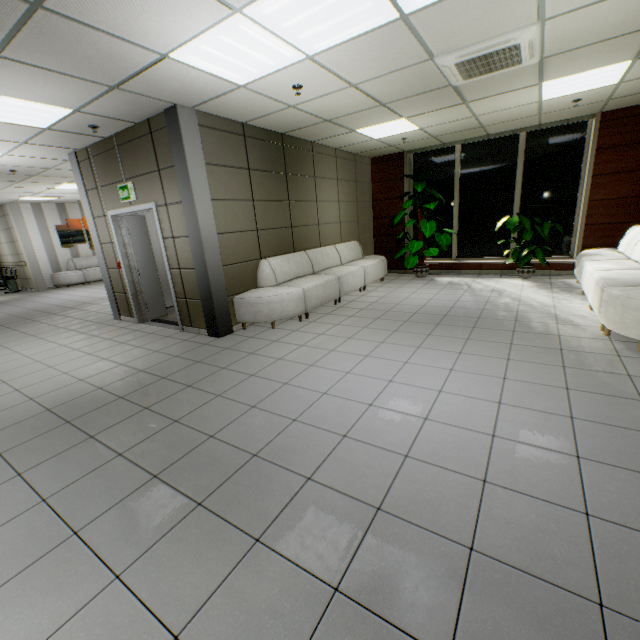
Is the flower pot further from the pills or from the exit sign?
the exit sign

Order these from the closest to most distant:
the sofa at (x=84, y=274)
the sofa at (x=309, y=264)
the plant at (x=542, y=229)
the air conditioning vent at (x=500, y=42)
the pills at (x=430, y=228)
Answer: the air conditioning vent at (x=500, y=42) → the sofa at (x=309, y=264) → the plant at (x=542, y=229) → the pills at (x=430, y=228) → the sofa at (x=84, y=274)

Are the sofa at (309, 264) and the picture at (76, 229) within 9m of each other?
no

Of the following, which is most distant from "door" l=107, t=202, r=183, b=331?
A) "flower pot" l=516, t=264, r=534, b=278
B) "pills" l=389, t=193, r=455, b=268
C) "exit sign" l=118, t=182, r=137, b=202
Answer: "flower pot" l=516, t=264, r=534, b=278

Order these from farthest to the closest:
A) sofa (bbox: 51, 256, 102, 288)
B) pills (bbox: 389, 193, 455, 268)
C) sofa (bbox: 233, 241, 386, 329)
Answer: sofa (bbox: 51, 256, 102, 288)
pills (bbox: 389, 193, 455, 268)
sofa (bbox: 233, 241, 386, 329)

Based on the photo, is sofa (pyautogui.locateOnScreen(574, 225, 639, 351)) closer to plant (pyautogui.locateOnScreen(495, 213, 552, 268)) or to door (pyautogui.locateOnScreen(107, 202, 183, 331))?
plant (pyautogui.locateOnScreen(495, 213, 552, 268))

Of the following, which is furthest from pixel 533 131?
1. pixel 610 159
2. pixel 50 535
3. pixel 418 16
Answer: pixel 50 535

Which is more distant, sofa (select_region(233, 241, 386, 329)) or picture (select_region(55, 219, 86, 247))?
picture (select_region(55, 219, 86, 247))
